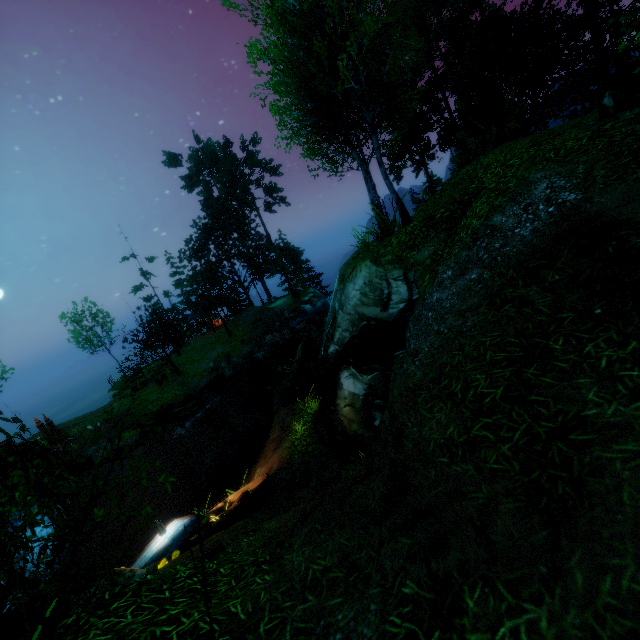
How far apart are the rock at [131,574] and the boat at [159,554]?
1.5 meters

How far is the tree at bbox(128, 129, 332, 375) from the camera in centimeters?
3484cm

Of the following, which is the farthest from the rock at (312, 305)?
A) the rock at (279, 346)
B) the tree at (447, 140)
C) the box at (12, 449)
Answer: the box at (12, 449)

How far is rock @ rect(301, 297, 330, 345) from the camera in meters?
26.1 m

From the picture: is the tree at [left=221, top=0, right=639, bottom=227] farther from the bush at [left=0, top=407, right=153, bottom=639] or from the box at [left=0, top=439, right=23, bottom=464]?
the box at [left=0, top=439, right=23, bottom=464]

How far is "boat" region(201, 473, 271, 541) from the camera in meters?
8.1 m

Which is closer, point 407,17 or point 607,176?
point 607,176

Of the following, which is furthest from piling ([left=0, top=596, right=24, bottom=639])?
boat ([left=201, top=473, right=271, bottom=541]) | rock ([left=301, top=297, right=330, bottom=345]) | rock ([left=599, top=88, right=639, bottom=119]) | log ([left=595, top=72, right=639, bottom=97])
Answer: log ([left=595, top=72, right=639, bottom=97])
